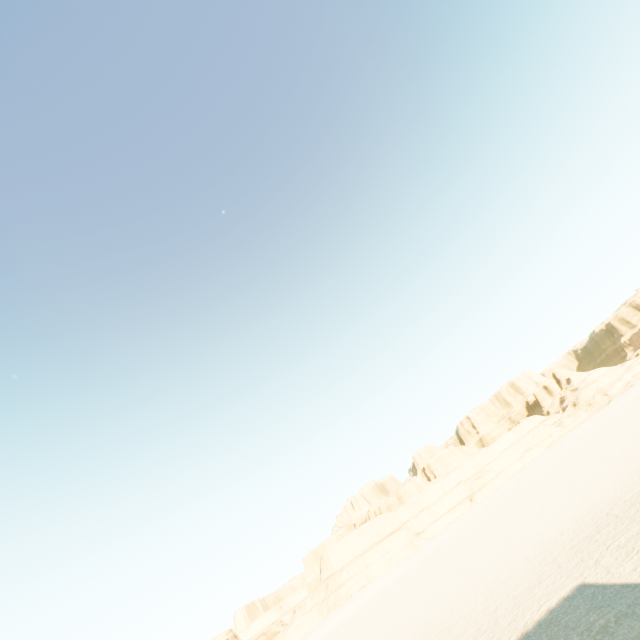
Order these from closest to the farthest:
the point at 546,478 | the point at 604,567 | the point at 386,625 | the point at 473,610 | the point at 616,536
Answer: the point at 604,567 < the point at 616,536 < the point at 473,610 < the point at 386,625 < the point at 546,478
